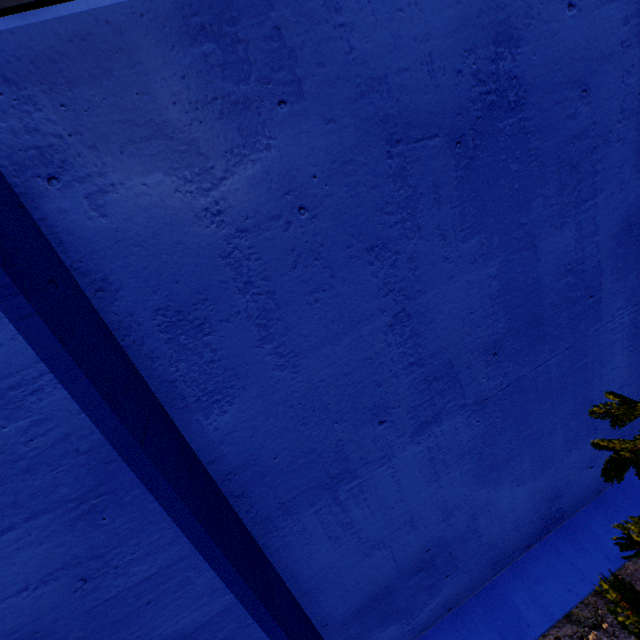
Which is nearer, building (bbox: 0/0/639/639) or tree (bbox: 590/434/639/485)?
tree (bbox: 590/434/639/485)

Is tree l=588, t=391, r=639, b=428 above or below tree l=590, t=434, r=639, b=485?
above

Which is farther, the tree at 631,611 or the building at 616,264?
the building at 616,264

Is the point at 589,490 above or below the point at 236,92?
below
